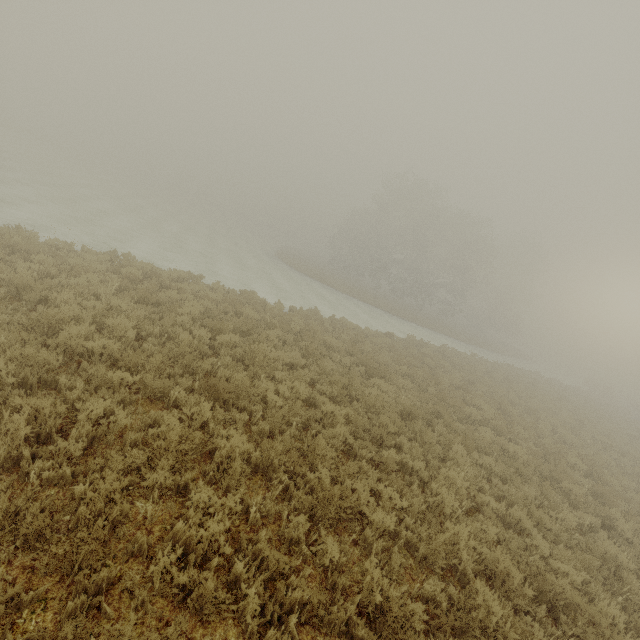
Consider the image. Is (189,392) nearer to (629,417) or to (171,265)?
(171,265)
